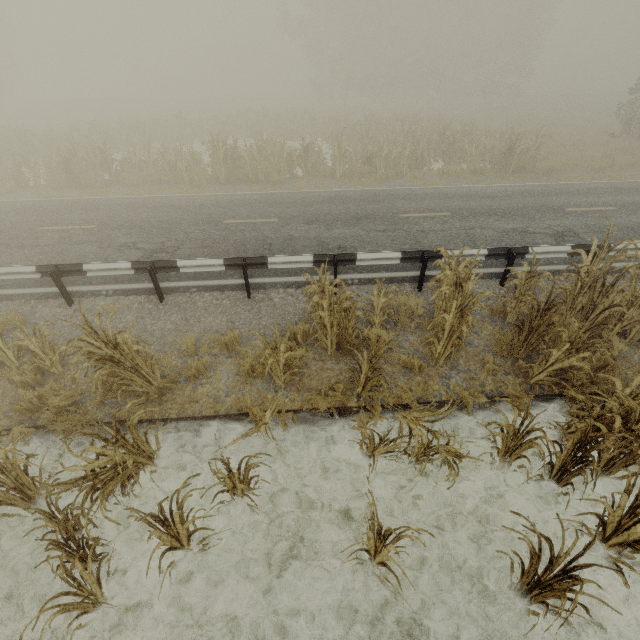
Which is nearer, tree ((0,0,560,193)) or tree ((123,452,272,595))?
tree ((123,452,272,595))

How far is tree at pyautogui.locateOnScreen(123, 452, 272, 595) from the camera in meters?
3.3 m

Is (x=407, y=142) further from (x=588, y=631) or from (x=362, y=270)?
(x=588, y=631)

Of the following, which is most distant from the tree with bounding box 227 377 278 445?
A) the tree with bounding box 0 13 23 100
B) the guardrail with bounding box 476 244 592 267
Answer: the tree with bounding box 0 13 23 100

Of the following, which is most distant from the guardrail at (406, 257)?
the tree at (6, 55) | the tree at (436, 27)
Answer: the tree at (6, 55)

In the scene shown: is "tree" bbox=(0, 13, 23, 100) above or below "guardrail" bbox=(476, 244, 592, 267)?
above

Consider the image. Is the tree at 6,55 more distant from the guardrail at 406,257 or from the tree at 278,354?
the guardrail at 406,257
